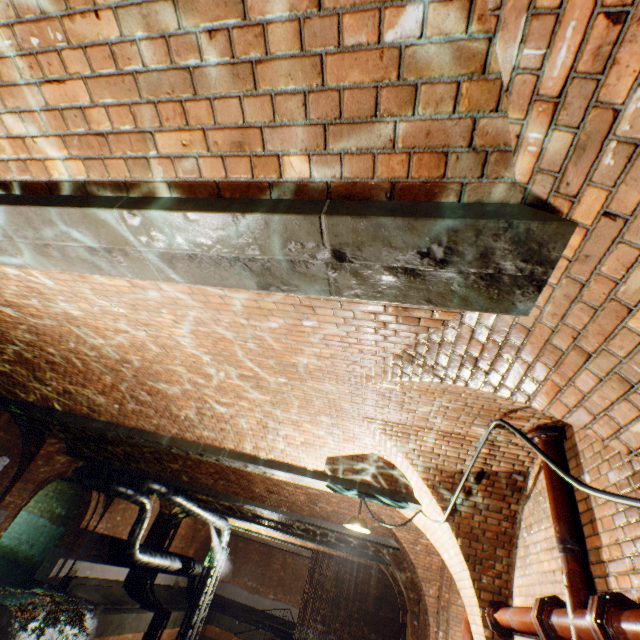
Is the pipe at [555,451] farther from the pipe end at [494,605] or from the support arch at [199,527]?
the support arch at [199,527]

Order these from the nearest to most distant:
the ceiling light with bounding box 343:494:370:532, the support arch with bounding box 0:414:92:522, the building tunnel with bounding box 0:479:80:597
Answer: the ceiling light with bounding box 343:494:370:532, the support arch with bounding box 0:414:92:522, the building tunnel with bounding box 0:479:80:597

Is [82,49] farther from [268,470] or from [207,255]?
[268,470]

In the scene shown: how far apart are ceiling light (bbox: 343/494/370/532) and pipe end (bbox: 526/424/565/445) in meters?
2.9

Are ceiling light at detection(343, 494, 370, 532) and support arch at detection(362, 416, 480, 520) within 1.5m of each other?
yes

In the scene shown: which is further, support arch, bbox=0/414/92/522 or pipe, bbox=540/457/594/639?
support arch, bbox=0/414/92/522

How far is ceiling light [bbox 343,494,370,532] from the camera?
5.0 meters

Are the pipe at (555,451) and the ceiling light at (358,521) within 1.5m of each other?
no
